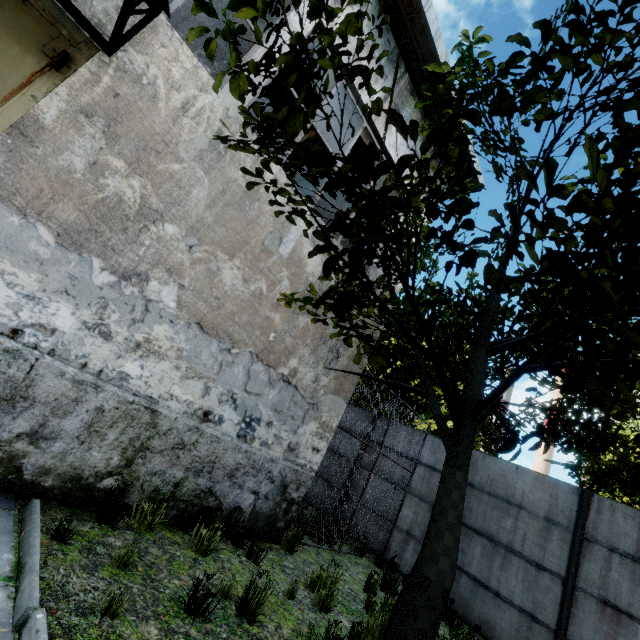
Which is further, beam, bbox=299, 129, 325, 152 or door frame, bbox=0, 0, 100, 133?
beam, bbox=299, 129, 325, 152

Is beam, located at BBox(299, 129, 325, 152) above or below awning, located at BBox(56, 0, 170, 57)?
above

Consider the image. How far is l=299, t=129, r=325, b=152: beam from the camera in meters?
8.0

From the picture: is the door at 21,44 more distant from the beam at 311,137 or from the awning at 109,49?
the beam at 311,137

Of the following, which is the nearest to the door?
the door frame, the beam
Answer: the door frame

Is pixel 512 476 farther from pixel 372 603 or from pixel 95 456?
pixel 95 456

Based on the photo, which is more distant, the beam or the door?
the beam

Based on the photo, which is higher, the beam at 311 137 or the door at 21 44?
the beam at 311 137
